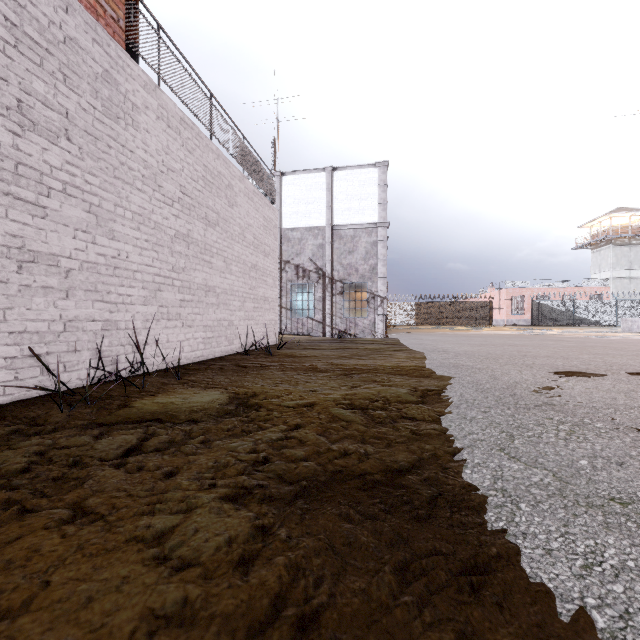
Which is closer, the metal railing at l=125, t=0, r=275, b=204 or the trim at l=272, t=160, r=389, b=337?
the metal railing at l=125, t=0, r=275, b=204

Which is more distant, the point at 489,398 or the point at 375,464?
the point at 489,398

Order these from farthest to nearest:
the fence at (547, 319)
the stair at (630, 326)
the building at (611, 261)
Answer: the building at (611, 261) → the fence at (547, 319) → the stair at (630, 326)

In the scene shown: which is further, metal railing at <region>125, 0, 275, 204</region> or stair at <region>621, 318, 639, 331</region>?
stair at <region>621, 318, 639, 331</region>

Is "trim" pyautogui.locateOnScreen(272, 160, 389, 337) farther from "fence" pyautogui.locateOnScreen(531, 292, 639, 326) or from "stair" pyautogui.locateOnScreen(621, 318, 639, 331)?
"stair" pyautogui.locateOnScreen(621, 318, 639, 331)

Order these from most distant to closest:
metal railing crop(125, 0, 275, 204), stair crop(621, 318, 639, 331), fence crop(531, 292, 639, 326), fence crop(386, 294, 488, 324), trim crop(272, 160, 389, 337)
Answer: fence crop(386, 294, 488, 324)
fence crop(531, 292, 639, 326)
stair crop(621, 318, 639, 331)
trim crop(272, 160, 389, 337)
metal railing crop(125, 0, 275, 204)

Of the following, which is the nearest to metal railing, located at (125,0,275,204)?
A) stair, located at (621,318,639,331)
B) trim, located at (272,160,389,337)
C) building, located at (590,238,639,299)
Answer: trim, located at (272,160,389,337)

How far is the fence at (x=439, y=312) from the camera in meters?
36.4 m
